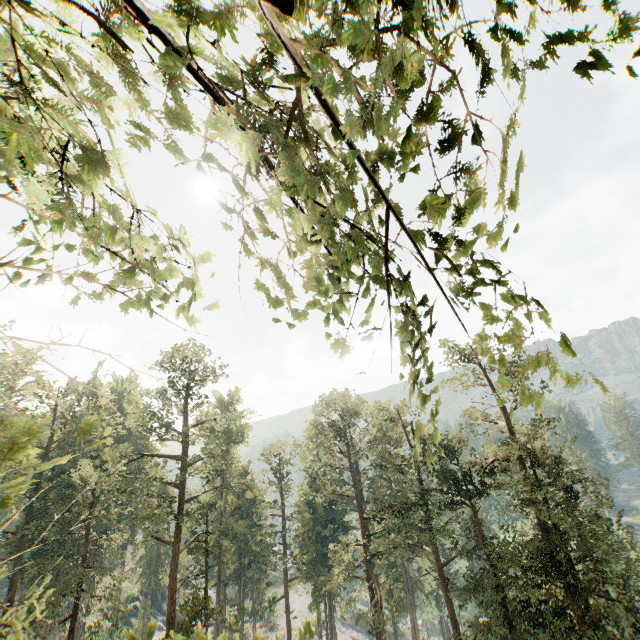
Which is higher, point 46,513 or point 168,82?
point 168,82

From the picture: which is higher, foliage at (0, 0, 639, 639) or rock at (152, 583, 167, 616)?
foliage at (0, 0, 639, 639)

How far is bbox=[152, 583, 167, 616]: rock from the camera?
54.7m

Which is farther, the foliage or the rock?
the rock

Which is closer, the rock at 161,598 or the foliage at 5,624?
the foliage at 5,624

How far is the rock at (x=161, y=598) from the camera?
54.7 meters
